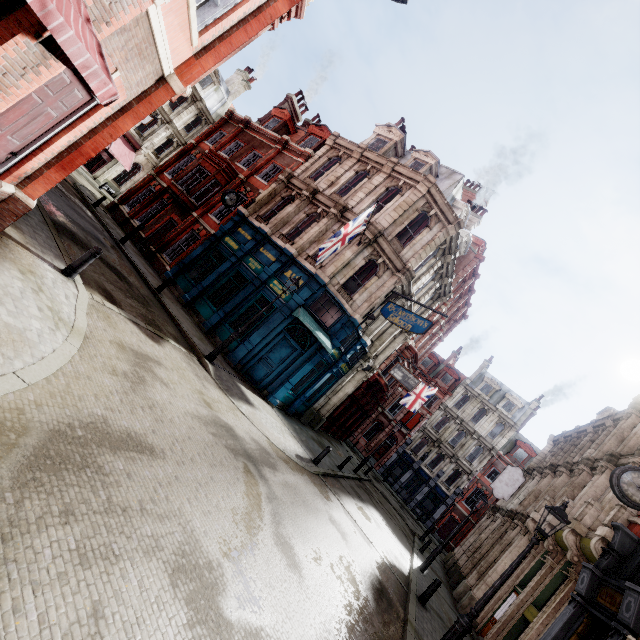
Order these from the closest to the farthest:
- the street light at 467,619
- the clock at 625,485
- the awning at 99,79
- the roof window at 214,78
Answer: the awning at 99,79, the street light at 467,619, the clock at 625,485, the roof window at 214,78

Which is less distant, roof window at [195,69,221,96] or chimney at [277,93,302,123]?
chimney at [277,93,302,123]

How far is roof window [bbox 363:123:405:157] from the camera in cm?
2025

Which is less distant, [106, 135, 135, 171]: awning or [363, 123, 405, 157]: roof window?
[363, 123, 405, 157]: roof window

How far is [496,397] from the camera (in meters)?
42.81

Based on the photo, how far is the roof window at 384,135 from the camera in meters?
20.2 m

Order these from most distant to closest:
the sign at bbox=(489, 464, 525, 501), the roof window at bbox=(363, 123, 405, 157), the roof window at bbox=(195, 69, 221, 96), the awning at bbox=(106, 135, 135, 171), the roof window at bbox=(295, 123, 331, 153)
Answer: the roof window at bbox=(195, 69, 221, 96), the awning at bbox=(106, 135, 135, 171), the roof window at bbox=(295, 123, 331, 153), the sign at bbox=(489, 464, 525, 501), the roof window at bbox=(363, 123, 405, 157)

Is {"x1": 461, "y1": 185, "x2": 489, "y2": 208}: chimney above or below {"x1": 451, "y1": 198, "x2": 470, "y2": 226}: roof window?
above
